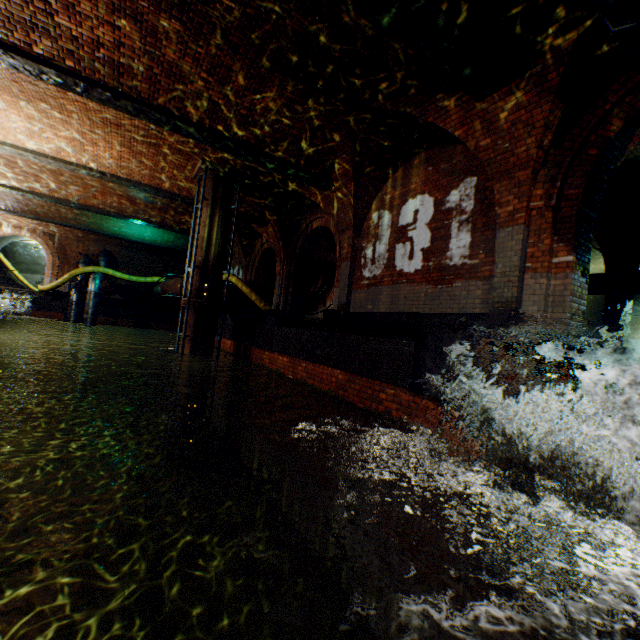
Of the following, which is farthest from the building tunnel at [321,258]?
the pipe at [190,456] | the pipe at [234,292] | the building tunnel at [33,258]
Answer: the building tunnel at [33,258]

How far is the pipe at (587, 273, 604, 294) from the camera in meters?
9.2 m

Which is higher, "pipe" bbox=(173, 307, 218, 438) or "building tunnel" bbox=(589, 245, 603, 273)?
"building tunnel" bbox=(589, 245, 603, 273)

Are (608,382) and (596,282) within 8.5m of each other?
yes

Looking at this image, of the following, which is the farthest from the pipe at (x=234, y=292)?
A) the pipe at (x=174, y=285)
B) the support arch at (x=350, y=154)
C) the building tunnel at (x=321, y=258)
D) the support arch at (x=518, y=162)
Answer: the support arch at (x=518, y=162)

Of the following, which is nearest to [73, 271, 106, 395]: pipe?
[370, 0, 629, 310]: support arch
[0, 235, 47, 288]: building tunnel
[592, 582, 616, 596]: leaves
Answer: [0, 235, 47, 288]: building tunnel

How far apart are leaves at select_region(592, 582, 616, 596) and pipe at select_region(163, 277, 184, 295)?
16.2 meters

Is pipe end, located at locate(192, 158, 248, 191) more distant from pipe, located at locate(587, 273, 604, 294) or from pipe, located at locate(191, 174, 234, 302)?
pipe, located at locate(587, 273, 604, 294)
